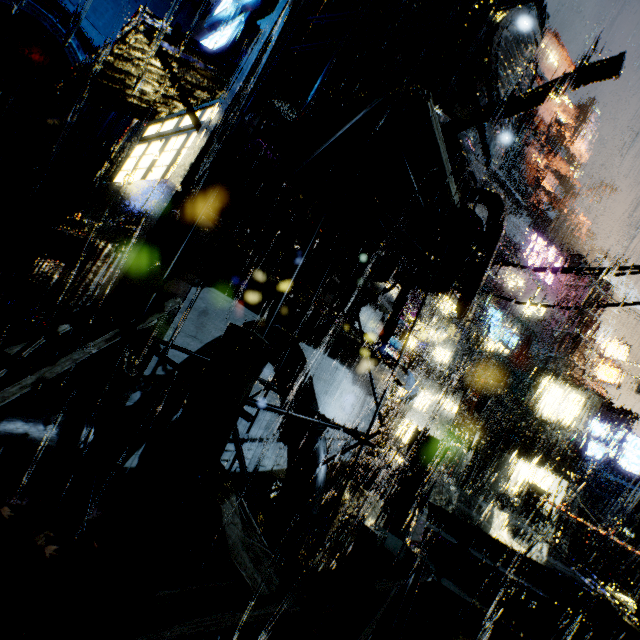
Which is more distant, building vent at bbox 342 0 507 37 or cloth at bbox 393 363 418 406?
cloth at bbox 393 363 418 406

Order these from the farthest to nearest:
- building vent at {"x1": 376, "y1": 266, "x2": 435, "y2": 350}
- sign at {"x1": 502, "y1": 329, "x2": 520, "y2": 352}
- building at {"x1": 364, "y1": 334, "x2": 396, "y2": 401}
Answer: sign at {"x1": 502, "y1": 329, "x2": 520, "y2": 352} < building vent at {"x1": 376, "y1": 266, "x2": 435, "y2": 350} < building at {"x1": 364, "y1": 334, "x2": 396, "y2": 401}

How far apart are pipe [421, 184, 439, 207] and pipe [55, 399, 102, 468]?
7.5m

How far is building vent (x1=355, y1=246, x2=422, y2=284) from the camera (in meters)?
10.95

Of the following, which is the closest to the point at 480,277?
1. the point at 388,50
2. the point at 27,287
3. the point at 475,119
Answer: the point at 475,119

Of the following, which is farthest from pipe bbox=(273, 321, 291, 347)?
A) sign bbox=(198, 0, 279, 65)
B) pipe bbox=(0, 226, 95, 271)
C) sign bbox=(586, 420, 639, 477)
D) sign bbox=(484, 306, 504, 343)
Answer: sign bbox=(586, 420, 639, 477)

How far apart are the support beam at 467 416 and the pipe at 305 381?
17.3m

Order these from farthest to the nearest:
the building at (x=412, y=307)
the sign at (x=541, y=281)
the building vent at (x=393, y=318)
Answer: the building at (x=412, y=307) → the sign at (x=541, y=281) → the building vent at (x=393, y=318)
